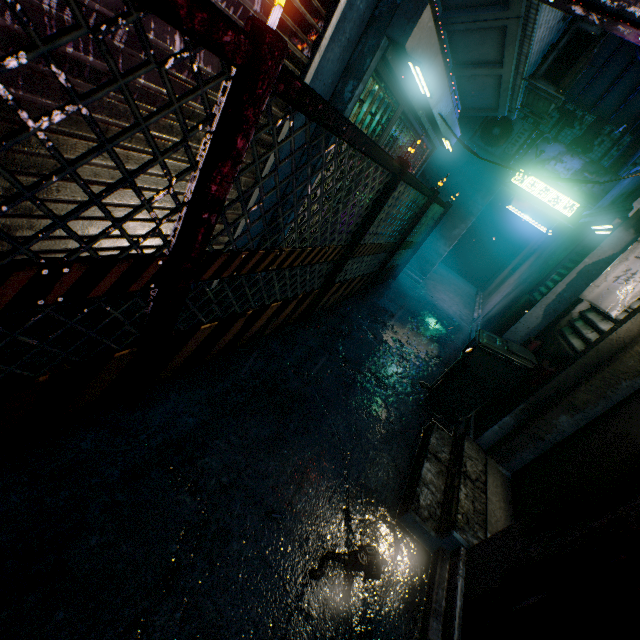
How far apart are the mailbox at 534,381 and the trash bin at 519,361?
0.1m

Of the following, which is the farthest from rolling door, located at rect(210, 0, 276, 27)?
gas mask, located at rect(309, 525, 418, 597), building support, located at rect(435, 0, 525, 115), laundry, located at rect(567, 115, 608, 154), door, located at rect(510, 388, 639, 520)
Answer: laundry, located at rect(567, 115, 608, 154)

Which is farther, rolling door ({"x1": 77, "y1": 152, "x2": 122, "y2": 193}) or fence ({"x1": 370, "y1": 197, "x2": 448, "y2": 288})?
fence ({"x1": 370, "y1": 197, "x2": 448, "y2": 288})

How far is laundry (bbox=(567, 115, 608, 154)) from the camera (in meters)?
6.29

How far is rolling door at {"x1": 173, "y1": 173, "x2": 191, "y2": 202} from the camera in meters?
1.9

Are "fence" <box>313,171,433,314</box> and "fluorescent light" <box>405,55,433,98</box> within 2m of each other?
yes

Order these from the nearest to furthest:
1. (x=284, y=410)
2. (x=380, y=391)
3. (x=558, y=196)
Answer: (x=284, y=410) < (x=380, y=391) < (x=558, y=196)

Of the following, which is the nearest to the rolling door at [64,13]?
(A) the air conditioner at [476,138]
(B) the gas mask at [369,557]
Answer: (B) the gas mask at [369,557]
